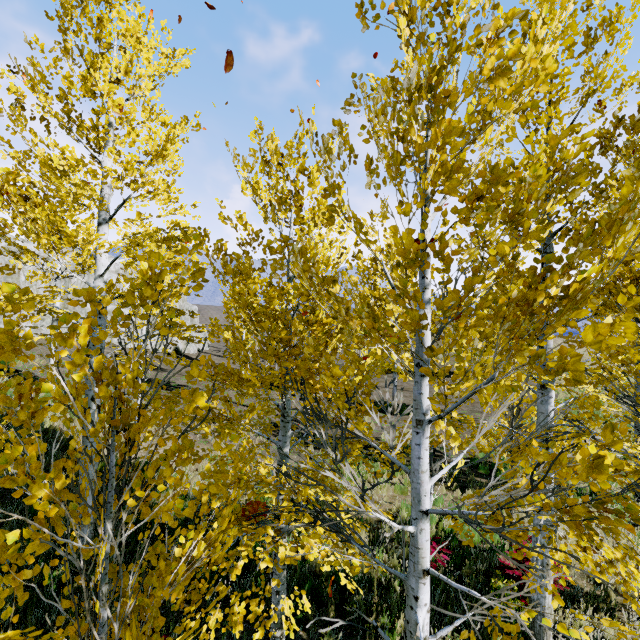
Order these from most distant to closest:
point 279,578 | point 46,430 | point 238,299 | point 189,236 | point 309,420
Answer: point 46,430 < point 189,236 < point 279,578 < point 238,299 < point 309,420

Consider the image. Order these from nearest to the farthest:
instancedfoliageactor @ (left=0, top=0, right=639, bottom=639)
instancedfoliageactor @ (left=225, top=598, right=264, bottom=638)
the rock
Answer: instancedfoliageactor @ (left=0, top=0, right=639, bottom=639) → instancedfoliageactor @ (left=225, top=598, right=264, bottom=638) → the rock

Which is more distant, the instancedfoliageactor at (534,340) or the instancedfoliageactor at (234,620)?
the instancedfoliageactor at (234,620)

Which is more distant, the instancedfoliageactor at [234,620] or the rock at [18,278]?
the rock at [18,278]

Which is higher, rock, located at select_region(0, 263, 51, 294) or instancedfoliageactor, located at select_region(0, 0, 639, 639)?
rock, located at select_region(0, 263, 51, 294)

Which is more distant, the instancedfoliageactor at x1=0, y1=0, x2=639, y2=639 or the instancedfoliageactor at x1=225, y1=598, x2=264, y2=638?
the instancedfoliageactor at x1=225, y1=598, x2=264, y2=638

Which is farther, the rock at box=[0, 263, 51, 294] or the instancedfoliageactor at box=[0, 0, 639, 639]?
the rock at box=[0, 263, 51, 294]
